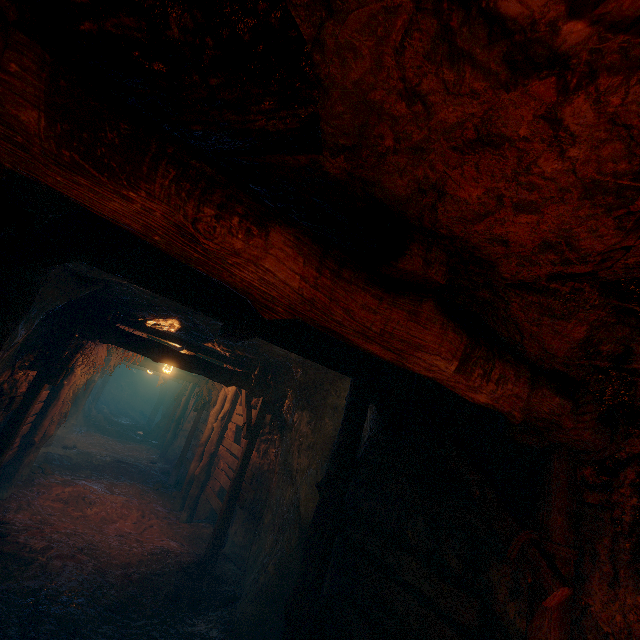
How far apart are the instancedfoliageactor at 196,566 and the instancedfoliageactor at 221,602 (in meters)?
0.70

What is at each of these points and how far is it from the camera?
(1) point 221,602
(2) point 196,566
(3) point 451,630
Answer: (1) instancedfoliageactor, 5.5 meters
(2) instancedfoliageactor, 6.2 meters
(3) z, 2.8 meters

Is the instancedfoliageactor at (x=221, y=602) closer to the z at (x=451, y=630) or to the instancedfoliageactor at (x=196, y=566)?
the z at (x=451, y=630)

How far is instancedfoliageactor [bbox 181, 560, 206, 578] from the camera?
6.1m

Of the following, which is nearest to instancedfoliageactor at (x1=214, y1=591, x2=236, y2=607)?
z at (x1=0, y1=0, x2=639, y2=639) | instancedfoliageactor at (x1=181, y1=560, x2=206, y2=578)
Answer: z at (x1=0, y1=0, x2=639, y2=639)

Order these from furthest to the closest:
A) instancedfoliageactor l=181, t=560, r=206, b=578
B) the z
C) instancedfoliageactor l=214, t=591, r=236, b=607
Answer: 1. instancedfoliageactor l=181, t=560, r=206, b=578
2. instancedfoliageactor l=214, t=591, r=236, b=607
3. the z

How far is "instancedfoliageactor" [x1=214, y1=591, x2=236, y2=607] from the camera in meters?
5.5 m

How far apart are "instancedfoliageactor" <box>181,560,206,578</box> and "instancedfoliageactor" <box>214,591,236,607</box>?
0.7 meters
